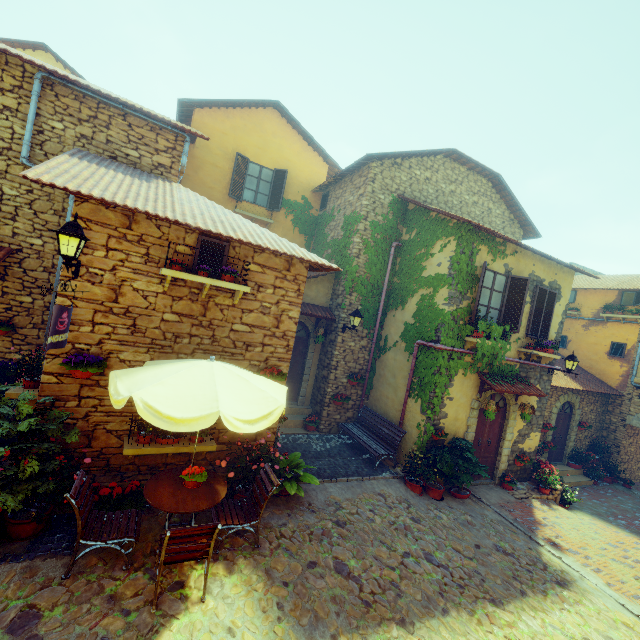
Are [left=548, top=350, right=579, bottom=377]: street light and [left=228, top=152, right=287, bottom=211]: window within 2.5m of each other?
no

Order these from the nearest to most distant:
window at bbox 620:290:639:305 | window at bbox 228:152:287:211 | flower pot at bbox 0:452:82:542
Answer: flower pot at bbox 0:452:82:542 < window at bbox 228:152:287:211 < window at bbox 620:290:639:305

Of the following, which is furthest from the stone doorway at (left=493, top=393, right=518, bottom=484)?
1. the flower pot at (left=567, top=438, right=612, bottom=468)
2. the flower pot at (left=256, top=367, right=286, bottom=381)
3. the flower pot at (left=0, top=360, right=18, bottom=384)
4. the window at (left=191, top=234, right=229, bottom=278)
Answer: the flower pot at (left=0, top=360, right=18, bottom=384)

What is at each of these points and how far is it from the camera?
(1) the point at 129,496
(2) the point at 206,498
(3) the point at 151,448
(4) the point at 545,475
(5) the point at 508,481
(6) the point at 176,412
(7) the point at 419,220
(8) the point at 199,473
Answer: (1) flower pot, 5.4 meters
(2) table, 4.8 meters
(3) window sill, 5.5 meters
(4) flower pot, 10.5 meters
(5) flower pot, 10.1 meters
(6) table, 3.8 meters
(7) vines, 10.4 meters
(8) flower pot, 5.0 meters

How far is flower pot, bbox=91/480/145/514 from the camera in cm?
502

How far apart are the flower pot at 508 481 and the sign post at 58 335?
12.0m

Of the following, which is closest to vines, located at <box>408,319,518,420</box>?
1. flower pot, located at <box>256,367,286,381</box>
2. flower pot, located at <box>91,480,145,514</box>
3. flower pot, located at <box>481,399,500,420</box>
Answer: flower pot, located at <box>481,399,500,420</box>

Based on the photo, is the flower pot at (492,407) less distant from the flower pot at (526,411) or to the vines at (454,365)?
the vines at (454,365)
